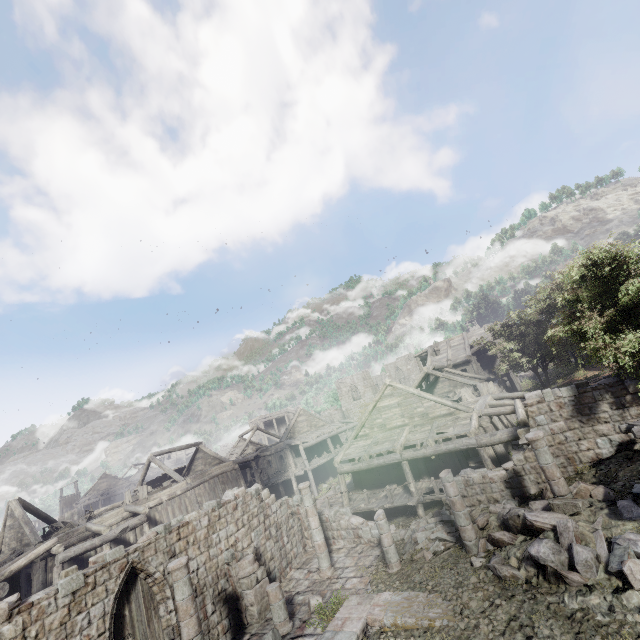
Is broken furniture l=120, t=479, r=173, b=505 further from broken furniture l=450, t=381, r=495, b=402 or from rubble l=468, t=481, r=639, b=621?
broken furniture l=450, t=381, r=495, b=402

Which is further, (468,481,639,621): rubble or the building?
the building

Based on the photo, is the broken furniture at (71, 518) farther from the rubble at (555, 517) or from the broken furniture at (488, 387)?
the broken furniture at (488, 387)

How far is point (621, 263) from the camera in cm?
1202

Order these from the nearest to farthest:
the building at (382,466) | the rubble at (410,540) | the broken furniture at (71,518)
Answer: the building at (382,466)
the rubble at (410,540)
the broken furniture at (71,518)

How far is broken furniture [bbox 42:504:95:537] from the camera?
20.58m

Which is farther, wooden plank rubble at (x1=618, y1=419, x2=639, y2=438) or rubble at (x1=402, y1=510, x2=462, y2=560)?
rubble at (x1=402, y1=510, x2=462, y2=560)

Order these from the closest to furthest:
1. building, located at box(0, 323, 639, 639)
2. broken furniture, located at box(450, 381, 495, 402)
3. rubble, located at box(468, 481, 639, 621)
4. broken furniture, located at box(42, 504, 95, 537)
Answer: rubble, located at box(468, 481, 639, 621) → building, located at box(0, 323, 639, 639) → broken furniture, located at box(42, 504, 95, 537) → broken furniture, located at box(450, 381, 495, 402)
